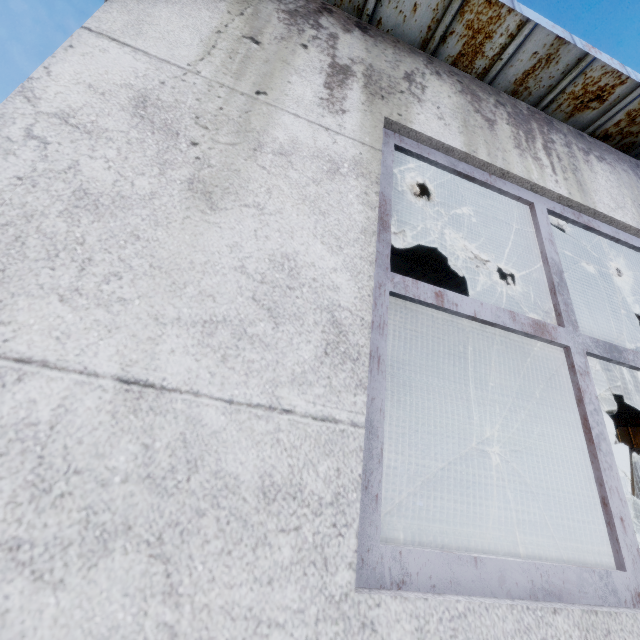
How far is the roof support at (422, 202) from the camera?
2.64m

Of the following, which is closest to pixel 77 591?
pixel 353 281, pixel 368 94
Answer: pixel 353 281

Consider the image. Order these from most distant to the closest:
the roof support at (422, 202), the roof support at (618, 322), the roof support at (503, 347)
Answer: the roof support at (503, 347) < the roof support at (618, 322) < the roof support at (422, 202)

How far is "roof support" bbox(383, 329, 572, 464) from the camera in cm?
682

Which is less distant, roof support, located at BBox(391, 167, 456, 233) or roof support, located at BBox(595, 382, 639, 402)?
roof support, located at BBox(391, 167, 456, 233)

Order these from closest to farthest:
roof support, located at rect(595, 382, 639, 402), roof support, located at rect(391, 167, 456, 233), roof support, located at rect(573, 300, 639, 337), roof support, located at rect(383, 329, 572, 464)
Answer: roof support, located at rect(391, 167, 456, 233) → roof support, located at rect(573, 300, 639, 337) → roof support, located at rect(383, 329, 572, 464) → roof support, located at rect(595, 382, 639, 402)
